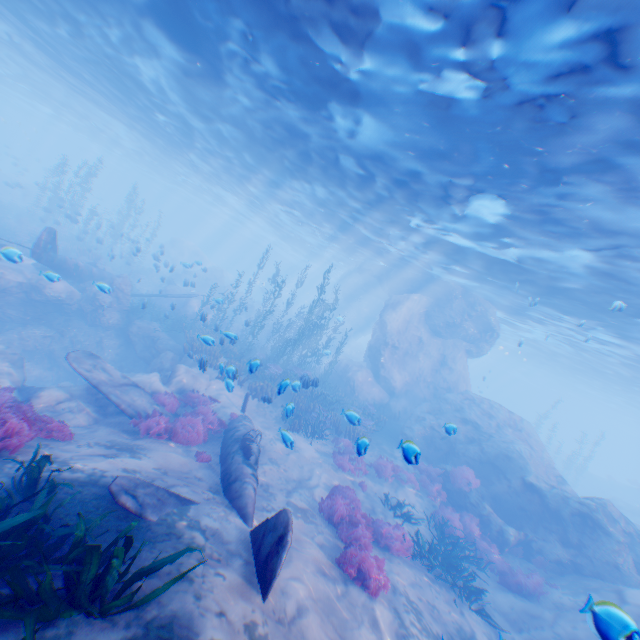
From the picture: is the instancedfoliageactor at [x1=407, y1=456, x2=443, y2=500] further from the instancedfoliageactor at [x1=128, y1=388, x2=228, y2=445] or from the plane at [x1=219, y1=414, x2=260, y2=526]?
the instancedfoliageactor at [x1=128, y1=388, x2=228, y2=445]

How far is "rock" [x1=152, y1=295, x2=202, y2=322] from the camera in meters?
A: 24.8

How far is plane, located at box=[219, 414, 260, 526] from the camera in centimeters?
733cm

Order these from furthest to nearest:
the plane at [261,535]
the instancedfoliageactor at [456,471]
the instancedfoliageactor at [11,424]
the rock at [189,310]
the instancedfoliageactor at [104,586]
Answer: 1. the rock at [189,310]
2. the instancedfoliageactor at [456,471]
3. the instancedfoliageactor at [11,424]
4. the plane at [261,535]
5. the instancedfoliageactor at [104,586]

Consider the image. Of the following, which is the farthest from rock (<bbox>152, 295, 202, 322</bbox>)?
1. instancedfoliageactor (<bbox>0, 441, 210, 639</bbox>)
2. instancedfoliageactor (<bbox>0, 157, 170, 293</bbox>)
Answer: instancedfoliageactor (<bbox>0, 441, 210, 639</bbox>)

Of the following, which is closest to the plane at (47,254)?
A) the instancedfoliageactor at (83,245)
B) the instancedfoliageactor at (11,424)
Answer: the instancedfoliageactor at (83,245)

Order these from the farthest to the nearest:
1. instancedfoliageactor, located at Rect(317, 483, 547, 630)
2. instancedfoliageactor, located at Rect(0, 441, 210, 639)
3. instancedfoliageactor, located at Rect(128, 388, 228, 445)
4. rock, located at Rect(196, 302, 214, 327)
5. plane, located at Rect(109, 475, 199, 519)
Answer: rock, located at Rect(196, 302, 214, 327) → instancedfoliageactor, located at Rect(128, 388, 228, 445) → instancedfoliageactor, located at Rect(317, 483, 547, 630) → plane, located at Rect(109, 475, 199, 519) → instancedfoliageactor, located at Rect(0, 441, 210, 639)

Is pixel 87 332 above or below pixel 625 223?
below
